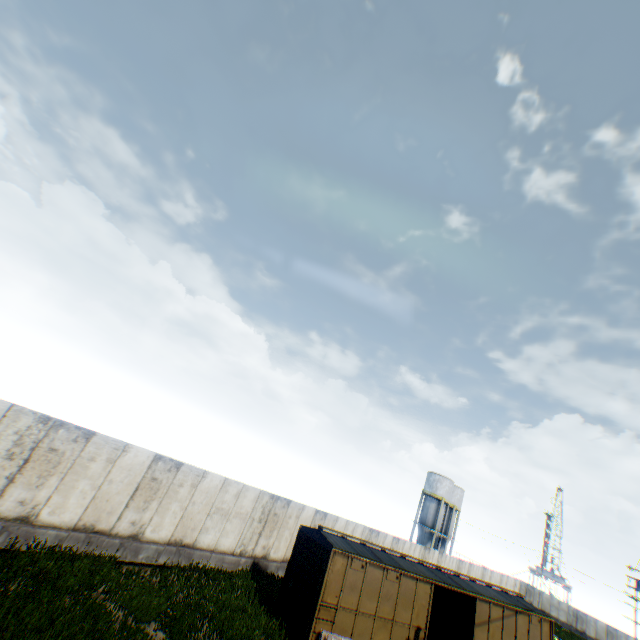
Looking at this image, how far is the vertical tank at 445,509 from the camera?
47.5 meters

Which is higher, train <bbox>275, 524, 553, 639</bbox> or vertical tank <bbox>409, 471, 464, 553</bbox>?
vertical tank <bbox>409, 471, 464, 553</bbox>

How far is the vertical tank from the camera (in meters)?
47.50

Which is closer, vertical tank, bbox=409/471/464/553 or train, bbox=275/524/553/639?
train, bbox=275/524/553/639

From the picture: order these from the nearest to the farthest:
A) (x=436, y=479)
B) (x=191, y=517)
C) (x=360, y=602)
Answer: (x=360, y=602) < (x=191, y=517) < (x=436, y=479)

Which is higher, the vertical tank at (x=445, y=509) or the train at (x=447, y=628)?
the vertical tank at (x=445, y=509)
